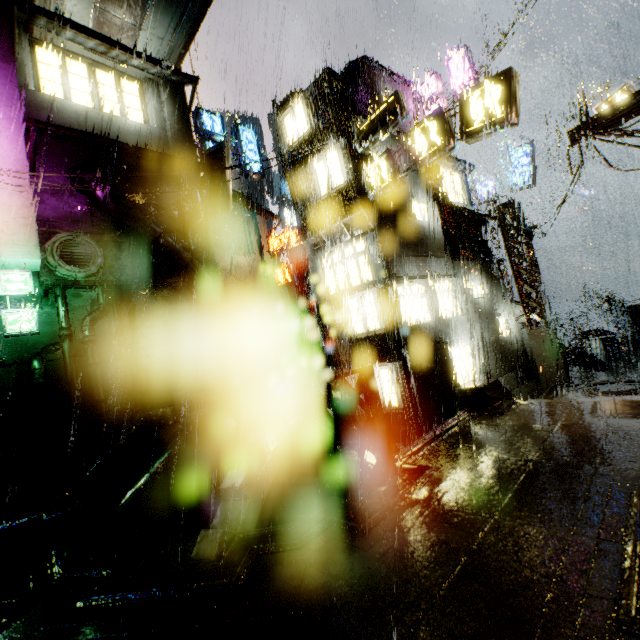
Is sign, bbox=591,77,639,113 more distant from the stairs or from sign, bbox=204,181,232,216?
the stairs

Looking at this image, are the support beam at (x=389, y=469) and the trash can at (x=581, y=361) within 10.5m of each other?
no

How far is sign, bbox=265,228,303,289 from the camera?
26.1m

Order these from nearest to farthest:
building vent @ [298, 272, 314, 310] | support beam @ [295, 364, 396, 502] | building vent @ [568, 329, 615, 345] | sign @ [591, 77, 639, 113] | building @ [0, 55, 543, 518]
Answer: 1. support beam @ [295, 364, 396, 502]
2. building @ [0, 55, 543, 518]
3. sign @ [591, 77, 639, 113]
4. building vent @ [568, 329, 615, 345]
5. building vent @ [298, 272, 314, 310]

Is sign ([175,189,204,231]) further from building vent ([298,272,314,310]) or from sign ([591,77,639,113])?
building vent ([298,272,314,310])

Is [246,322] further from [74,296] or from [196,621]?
[196,621]

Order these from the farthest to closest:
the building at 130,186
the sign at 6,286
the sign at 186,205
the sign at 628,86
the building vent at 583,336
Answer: the building vent at 583,336 → the sign at 186,205 → the building at 130,186 → the sign at 628,86 → the sign at 6,286

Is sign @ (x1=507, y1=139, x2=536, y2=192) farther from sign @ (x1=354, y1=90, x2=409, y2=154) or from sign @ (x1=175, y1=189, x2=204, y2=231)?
sign @ (x1=175, y1=189, x2=204, y2=231)
